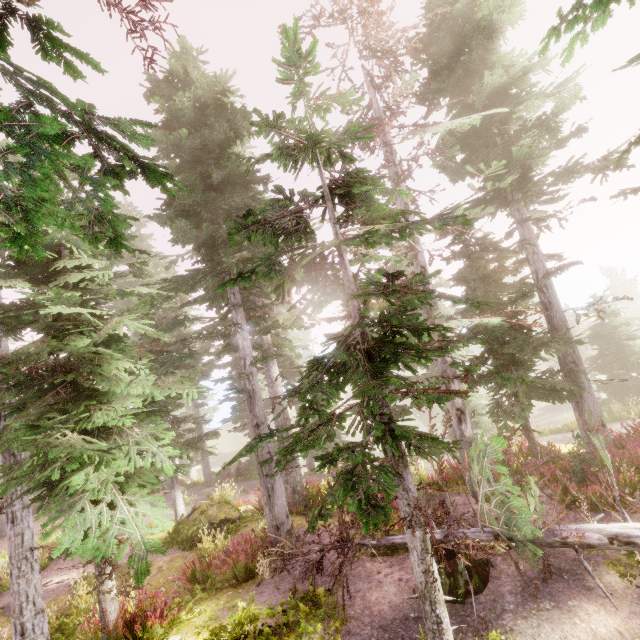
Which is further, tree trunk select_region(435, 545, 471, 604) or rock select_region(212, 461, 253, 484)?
rock select_region(212, 461, 253, 484)

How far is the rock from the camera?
24.5 meters

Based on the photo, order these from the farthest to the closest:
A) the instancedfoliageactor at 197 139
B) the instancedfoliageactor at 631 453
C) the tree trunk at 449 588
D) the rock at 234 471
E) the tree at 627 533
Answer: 1. the rock at 234 471
2. the instancedfoliageactor at 631 453
3. the tree trunk at 449 588
4. the tree at 627 533
5. the instancedfoliageactor at 197 139

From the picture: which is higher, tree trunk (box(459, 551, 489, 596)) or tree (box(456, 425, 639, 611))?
tree (box(456, 425, 639, 611))

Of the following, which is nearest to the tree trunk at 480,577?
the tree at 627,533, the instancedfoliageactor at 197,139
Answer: the tree at 627,533

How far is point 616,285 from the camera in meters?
51.9

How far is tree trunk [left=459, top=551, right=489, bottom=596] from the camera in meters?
6.4

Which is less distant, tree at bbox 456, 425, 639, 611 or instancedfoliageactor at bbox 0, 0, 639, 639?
instancedfoliageactor at bbox 0, 0, 639, 639
